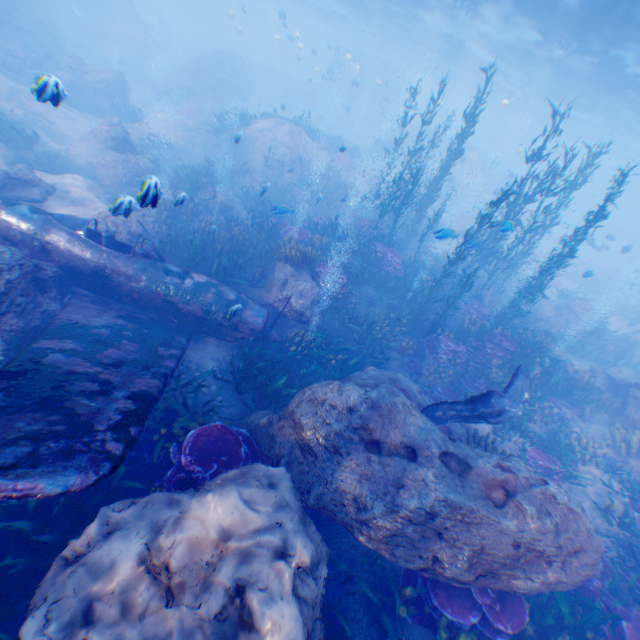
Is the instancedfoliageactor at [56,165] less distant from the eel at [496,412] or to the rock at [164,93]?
the rock at [164,93]

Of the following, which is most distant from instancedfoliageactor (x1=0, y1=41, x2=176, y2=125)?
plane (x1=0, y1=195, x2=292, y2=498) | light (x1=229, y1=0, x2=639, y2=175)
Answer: light (x1=229, y1=0, x2=639, y2=175)

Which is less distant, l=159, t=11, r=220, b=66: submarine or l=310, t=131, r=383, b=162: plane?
l=310, t=131, r=383, b=162: plane

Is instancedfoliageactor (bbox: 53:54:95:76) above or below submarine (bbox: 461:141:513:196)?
below

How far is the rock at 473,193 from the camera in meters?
22.3 m

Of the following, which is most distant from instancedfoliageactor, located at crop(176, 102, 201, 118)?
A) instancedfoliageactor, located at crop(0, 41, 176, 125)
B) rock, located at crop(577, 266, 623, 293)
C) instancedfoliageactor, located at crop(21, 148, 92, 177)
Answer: rock, located at crop(577, 266, 623, 293)

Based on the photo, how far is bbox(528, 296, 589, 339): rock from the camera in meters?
17.7 m

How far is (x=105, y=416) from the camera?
4.2m
